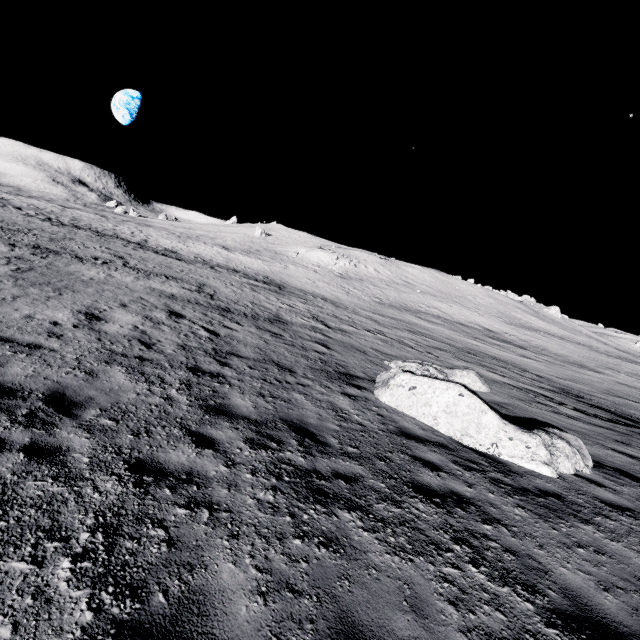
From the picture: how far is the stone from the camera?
7.2 meters

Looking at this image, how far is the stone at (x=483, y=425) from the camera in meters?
7.2

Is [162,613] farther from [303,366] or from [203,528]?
[303,366]
